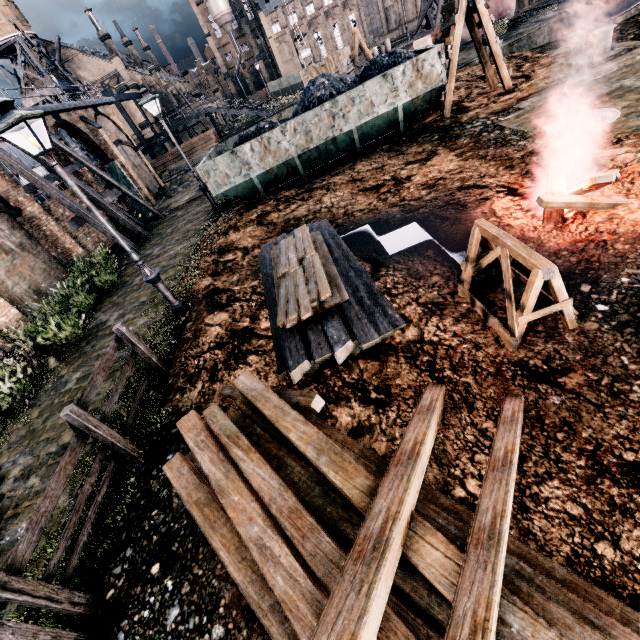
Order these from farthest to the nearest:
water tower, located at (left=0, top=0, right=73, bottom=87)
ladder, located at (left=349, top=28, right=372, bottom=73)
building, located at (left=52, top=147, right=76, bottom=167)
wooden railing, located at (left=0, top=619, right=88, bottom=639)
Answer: water tower, located at (left=0, top=0, right=73, bottom=87) < ladder, located at (left=349, top=28, right=372, bottom=73) < building, located at (left=52, top=147, right=76, bottom=167) < wooden railing, located at (left=0, top=619, right=88, bottom=639)

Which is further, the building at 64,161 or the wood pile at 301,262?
the building at 64,161

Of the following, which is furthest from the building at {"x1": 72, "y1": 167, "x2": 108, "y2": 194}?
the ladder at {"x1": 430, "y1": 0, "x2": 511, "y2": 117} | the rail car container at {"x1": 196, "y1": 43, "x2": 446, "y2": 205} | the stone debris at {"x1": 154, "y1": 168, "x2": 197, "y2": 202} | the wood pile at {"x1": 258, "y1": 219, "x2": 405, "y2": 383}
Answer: the ladder at {"x1": 430, "y1": 0, "x2": 511, "y2": 117}

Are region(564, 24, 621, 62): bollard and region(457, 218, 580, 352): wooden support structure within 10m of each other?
no

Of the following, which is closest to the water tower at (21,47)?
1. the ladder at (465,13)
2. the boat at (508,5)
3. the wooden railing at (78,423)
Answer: the boat at (508,5)

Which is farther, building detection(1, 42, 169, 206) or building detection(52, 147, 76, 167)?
building detection(1, 42, 169, 206)

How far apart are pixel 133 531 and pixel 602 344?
7.06m
